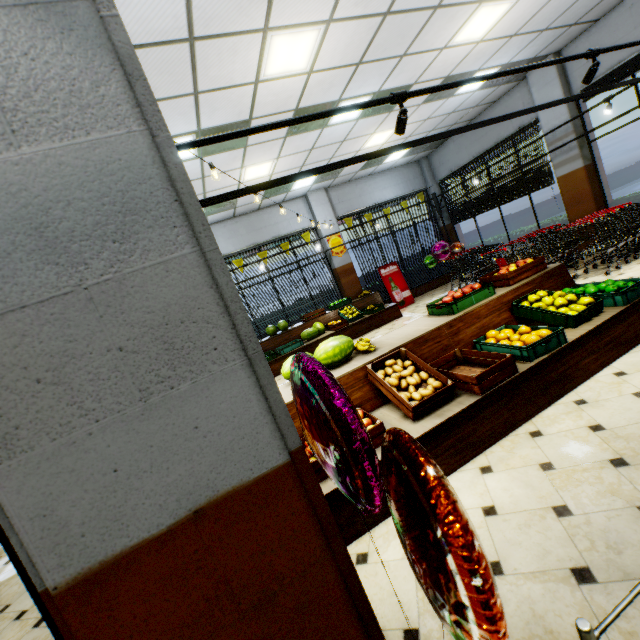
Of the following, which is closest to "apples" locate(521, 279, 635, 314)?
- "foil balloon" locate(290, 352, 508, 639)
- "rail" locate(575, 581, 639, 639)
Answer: "rail" locate(575, 581, 639, 639)

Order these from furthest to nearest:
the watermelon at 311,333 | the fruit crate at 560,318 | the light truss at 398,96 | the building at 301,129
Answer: the watermelon at 311,333
the building at 301,129
the fruit crate at 560,318
the light truss at 398,96

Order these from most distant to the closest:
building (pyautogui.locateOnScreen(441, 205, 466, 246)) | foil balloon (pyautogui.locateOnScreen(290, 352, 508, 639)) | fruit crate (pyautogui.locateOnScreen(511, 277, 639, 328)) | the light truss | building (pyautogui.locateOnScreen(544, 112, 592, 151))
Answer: building (pyautogui.locateOnScreen(441, 205, 466, 246)) → building (pyautogui.locateOnScreen(544, 112, 592, 151)) → fruit crate (pyautogui.locateOnScreen(511, 277, 639, 328)) → the light truss → foil balloon (pyautogui.locateOnScreen(290, 352, 508, 639))

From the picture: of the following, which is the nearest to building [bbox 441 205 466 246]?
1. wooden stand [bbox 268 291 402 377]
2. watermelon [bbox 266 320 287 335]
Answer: wooden stand [bbox 268 291 402 377]

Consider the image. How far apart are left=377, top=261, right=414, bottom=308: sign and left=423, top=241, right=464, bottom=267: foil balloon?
1.4 meters

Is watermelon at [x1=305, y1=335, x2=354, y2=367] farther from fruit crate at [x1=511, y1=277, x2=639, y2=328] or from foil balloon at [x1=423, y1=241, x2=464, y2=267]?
foil balloon at [x1=423, y1=241, x2=464, y2=267]

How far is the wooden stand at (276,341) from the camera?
9.75m

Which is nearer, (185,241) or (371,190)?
(185,241)
